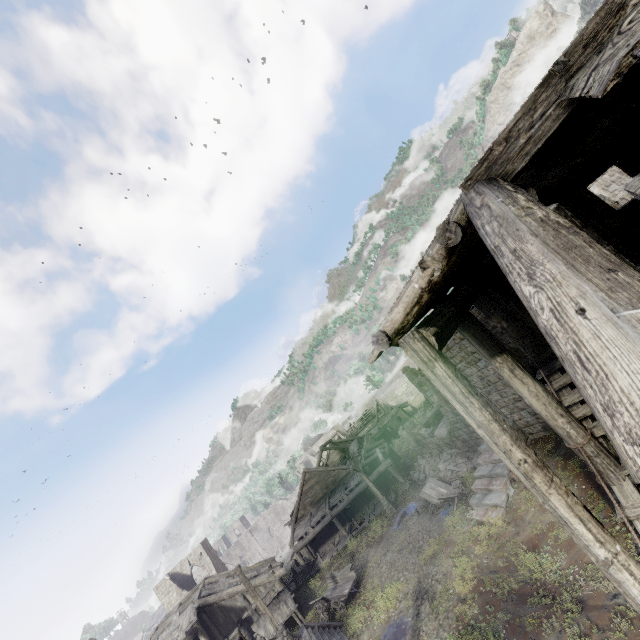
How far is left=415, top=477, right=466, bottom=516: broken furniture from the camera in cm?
1915

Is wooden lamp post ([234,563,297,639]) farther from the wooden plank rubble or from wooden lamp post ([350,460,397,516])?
the wooden plank rubble

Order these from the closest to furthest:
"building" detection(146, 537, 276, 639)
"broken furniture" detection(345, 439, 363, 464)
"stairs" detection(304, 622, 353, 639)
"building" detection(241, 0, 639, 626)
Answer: "building" detection(241, 0, 639, 626) → "stairs" detection(304, 622, 353, 639) → "building" detection(146, 537, 276, 639) → "broken furniture" detection(345, 439, 363, 464)

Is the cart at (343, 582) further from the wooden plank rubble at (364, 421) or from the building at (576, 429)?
the wooden plank rubble at (364, 421)

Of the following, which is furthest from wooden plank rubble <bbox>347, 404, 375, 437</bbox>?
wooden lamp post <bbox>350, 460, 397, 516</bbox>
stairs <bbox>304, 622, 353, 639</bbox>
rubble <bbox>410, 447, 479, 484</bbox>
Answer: stairs <bbox>304, 622, 353, 639</bbox>

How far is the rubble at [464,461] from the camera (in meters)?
21.53

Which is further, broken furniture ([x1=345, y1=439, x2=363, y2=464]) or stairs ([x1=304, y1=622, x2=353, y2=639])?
broken furniture ([x1=345, y1=439, x2=363, y2=464])

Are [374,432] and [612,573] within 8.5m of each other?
no
